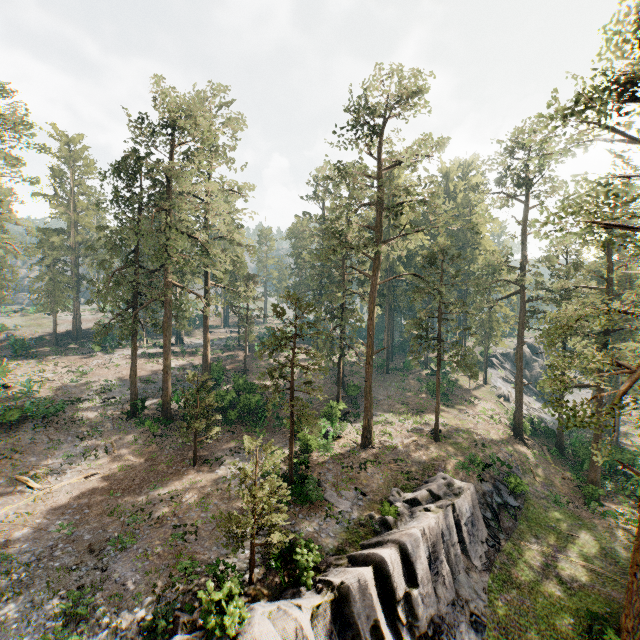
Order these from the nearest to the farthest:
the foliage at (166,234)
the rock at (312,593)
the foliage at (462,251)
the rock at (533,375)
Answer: the rock at (312,593)
the foliage at (462,251)
the foliage at (166,234)
the rock at (533,375)

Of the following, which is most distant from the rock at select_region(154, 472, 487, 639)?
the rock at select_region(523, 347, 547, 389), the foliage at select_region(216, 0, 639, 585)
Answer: the rock at select_region(523, 347, 547, 389)

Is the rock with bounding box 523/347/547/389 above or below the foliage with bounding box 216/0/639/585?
below

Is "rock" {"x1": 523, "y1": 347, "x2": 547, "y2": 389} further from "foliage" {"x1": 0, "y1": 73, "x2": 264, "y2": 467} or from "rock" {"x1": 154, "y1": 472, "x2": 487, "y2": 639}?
"rock" {"x1": 154, "y1": 472, "x2": 487, "y2": 639}

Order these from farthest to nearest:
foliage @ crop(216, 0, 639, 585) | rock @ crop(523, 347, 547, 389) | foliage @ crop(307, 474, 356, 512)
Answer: rock @ crop(523, 347, 547, 389)
foliage @ crop(307, 474, 356, 512)
foliage @ crop(216, 0, 639, 585)

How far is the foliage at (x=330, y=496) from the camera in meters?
21.1

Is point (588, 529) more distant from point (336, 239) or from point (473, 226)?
point (336, 239)
